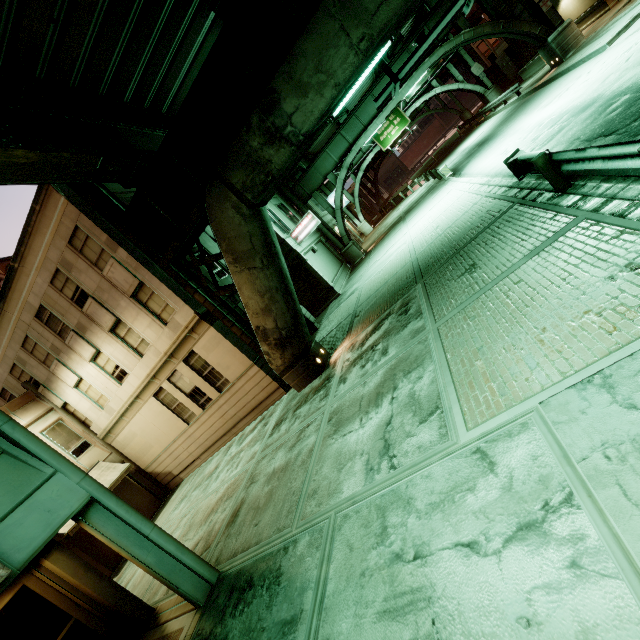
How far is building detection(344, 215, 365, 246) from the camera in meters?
38.7

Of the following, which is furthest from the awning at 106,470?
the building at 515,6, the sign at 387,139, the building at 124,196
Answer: the sign at 387,139

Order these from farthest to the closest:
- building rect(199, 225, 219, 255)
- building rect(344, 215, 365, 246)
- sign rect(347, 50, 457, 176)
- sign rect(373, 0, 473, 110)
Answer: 1. building rect(344, 215, 365, 246)
2. sign rect(347, 50, 457, 176)
3. building rect(199, 225, 219, 255)
4. sign rect(373, 0, 473, 110)

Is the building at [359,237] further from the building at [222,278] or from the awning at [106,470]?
the awning at [106,470]

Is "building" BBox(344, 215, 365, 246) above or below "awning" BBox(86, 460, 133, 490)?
below

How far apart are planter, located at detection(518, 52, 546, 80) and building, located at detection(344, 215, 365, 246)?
21.5m

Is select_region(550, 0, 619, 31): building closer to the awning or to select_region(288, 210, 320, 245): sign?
select_region(288, 210, 320, 245): sign

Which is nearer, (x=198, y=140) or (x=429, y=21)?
(x=198, y=140)
